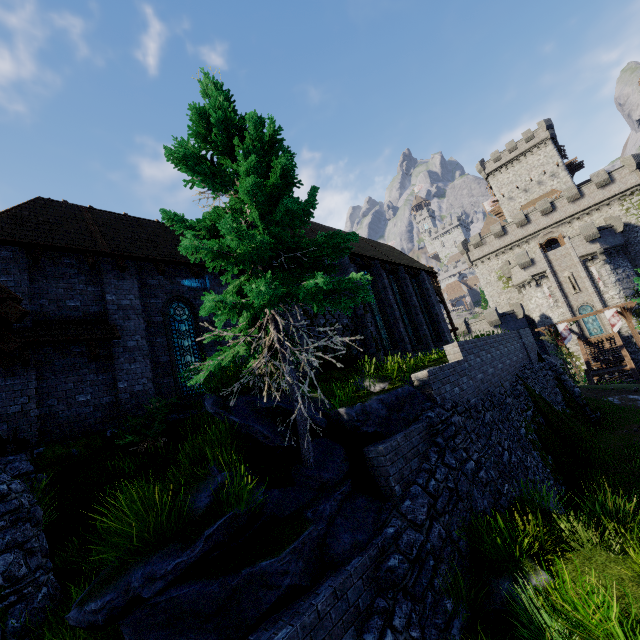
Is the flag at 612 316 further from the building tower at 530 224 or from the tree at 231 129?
the tree at 231 129

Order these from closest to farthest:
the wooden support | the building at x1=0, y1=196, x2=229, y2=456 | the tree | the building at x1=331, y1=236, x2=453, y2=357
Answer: the tree → the building at x1=0, y1=196, x2=229, y2=456 → the building at x1=331, y1=236, x2=453, y2=357 → the wooden support

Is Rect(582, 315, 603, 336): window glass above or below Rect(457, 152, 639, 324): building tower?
below

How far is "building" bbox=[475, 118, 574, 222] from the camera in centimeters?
5088cm

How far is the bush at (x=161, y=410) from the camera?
8.4m

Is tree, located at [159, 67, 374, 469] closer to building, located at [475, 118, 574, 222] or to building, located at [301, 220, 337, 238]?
building, located at [301, 220, 337, 238]

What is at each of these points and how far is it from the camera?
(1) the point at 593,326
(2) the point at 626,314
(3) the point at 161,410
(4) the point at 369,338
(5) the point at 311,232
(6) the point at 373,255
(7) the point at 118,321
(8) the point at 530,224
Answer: (1) window glass, 37.4 meters
(2) wooden support, 28.3 meters
(3) bush, 9.4 meters
(4) building, 15.3 meters
(5) building, 16.1 meters
(6) building, 18.5 meters
(7) building, 10.6 meters
(8) building tower, 43.8 meters

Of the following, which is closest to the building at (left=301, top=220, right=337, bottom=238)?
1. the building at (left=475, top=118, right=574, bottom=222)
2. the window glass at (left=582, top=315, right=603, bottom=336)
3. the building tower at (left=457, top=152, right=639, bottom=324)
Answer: the window glass at (left=582, top=315, right=603, bottom=336)
